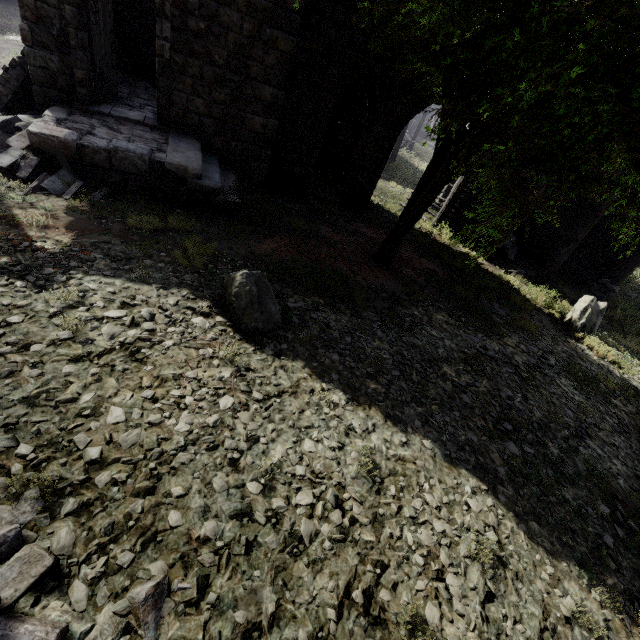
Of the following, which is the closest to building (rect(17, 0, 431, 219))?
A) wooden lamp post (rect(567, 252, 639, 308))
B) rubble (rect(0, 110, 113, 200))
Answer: rubble (rect(0, 110, 113, 200))

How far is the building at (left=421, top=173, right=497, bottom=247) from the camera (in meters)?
13.84

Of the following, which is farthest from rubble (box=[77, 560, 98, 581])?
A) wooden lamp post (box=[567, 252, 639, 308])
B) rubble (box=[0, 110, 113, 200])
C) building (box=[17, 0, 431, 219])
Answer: wooden lamp post (box=[567, 252, 639, 308])

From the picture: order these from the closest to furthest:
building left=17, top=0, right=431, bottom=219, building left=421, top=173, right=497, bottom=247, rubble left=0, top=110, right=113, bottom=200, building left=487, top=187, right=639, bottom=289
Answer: rubble left=0, top=110, right=113, bottom=200 < building left=17, top=0, right=431, bottom=219 < building left=487, top=187, right=639, bottom=289 < building left=421, top=173, right=497, bottom=247

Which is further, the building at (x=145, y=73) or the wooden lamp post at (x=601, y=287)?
the wooden lamp post at (x=601, y=287)

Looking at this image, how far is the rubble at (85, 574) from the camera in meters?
2.5

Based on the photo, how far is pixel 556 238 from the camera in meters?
16.8

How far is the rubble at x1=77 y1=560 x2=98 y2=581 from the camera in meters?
2.5 m
